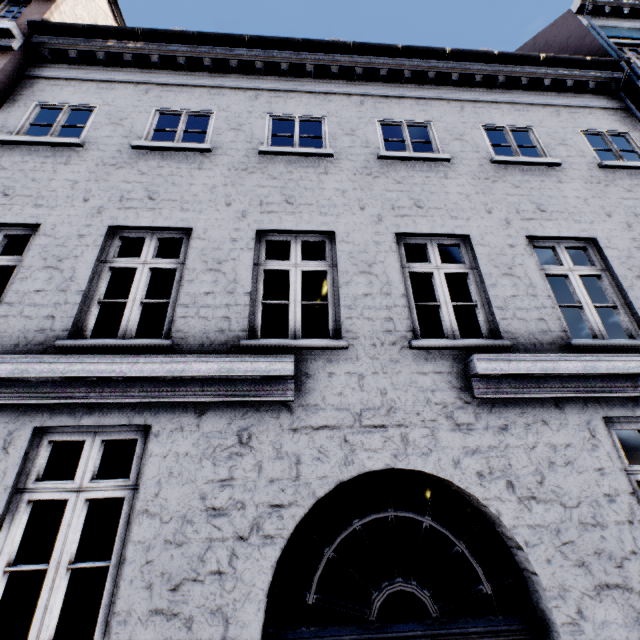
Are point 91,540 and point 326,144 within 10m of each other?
no
